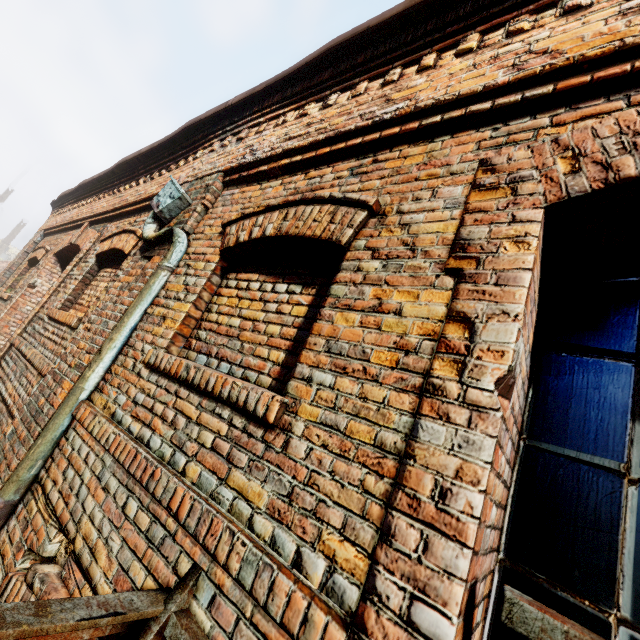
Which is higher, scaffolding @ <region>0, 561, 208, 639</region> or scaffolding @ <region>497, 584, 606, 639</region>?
scaffolding @ <region>497, 584, 606, 639</region>

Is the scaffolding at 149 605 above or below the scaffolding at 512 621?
below

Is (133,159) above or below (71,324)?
above
